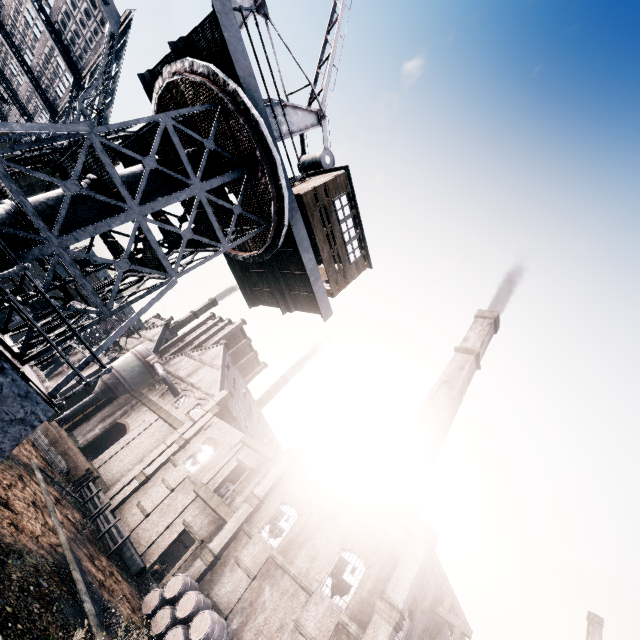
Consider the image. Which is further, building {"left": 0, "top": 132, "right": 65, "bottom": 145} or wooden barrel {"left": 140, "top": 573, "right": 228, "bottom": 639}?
building {"left": 0, "top": 132, "right": 65, "bottom": 145}

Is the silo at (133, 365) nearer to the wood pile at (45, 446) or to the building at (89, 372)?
the building at (89, 372)

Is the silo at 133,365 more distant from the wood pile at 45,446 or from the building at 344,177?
the building at 344,177

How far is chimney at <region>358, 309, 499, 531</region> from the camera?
26.6 meters

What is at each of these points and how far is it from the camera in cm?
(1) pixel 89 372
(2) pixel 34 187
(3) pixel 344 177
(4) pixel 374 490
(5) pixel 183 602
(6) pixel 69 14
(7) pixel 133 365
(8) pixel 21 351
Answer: (1) building, 4362
(2) building, 3156
(3) building, 1367
(4) chimney, 2712
(5) wooden barrel, 1861
(6) building, 2900
(7) silo, 4319
(8) crane, 714

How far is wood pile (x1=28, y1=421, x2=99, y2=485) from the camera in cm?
2841

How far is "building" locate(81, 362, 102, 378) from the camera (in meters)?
43.31

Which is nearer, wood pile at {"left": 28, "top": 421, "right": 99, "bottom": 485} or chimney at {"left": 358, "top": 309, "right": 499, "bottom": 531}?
chimney at {"left": 358, "top": 309, "right": 499, "bottom": 531}
